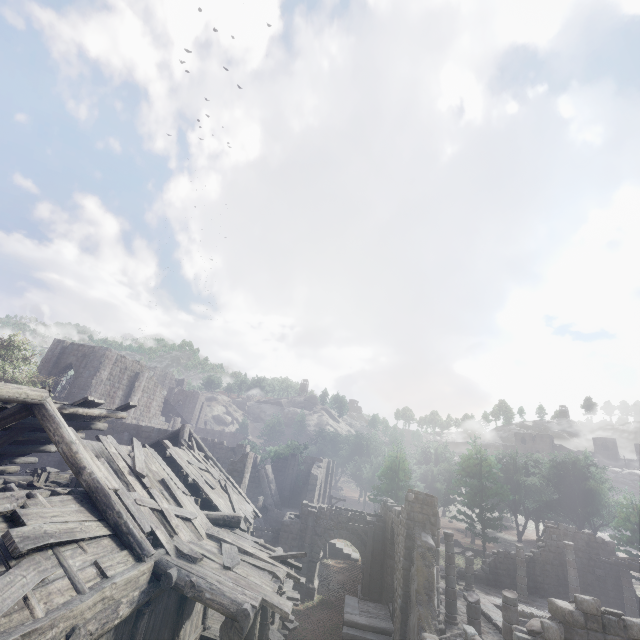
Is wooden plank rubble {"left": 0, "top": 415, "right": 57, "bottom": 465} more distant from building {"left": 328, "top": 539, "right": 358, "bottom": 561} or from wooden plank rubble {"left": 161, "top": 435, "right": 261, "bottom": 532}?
wooden plank rubble {"left": 161, "top": 435, "right": 261, "bottom": 532}

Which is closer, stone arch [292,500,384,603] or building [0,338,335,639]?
building [0,338,335,639]

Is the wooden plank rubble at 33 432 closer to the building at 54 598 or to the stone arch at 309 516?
the building at 54 598

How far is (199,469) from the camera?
13.84m

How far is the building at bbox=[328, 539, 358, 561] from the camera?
28.19m

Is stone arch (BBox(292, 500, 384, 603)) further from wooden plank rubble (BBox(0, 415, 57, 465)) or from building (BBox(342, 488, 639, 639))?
wooden plank rubble (BBox(0, 415, 57, 465))

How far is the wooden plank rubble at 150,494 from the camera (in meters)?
8.11

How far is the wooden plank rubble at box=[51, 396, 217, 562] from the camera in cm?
811
